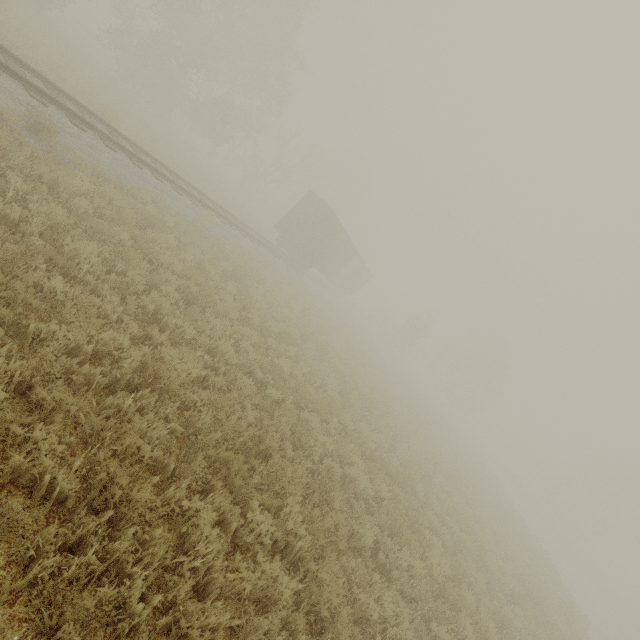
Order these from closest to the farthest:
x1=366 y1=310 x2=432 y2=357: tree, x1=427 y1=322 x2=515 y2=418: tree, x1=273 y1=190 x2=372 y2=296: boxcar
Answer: x1=273 y1=190 x2=372 y2=296: boxcar, x1=366 y1=310 x2=432 y2=357: tree, x1=427 y1=322 x2=515 y2=418: tree

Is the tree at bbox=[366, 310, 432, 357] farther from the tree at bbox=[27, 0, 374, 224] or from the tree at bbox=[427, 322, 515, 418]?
the tree at bbox=[427, 322, 515, 418]

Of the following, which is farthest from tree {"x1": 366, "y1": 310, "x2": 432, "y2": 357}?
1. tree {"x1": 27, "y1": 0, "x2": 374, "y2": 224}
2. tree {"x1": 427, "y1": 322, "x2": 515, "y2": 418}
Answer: tree {"x1": 427, "y1": 322, "x2": 515, "y2": 418}

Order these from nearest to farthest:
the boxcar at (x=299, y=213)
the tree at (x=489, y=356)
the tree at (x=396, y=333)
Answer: the boxcar at (x=299, y=213)
the tree at (x=396, y=333)
the tree at (x=489, y=356)

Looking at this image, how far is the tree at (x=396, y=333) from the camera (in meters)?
39.97

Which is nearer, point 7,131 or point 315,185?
point 7,131

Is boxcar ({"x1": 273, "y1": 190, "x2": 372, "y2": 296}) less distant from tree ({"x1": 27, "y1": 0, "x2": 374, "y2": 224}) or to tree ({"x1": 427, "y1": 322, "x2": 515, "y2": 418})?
tree ({"x1": 27, "y1": 0, "x2": 374, "y2": 224})

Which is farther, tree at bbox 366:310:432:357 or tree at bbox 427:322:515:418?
tree at bbox 427:322:515:418
